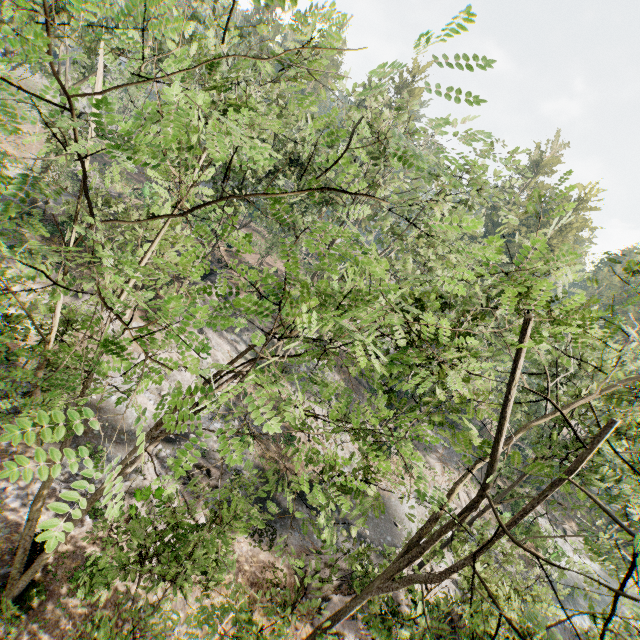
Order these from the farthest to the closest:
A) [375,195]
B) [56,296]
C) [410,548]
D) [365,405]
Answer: [375,195] → [365,405] → [410,548] → [56,296]
